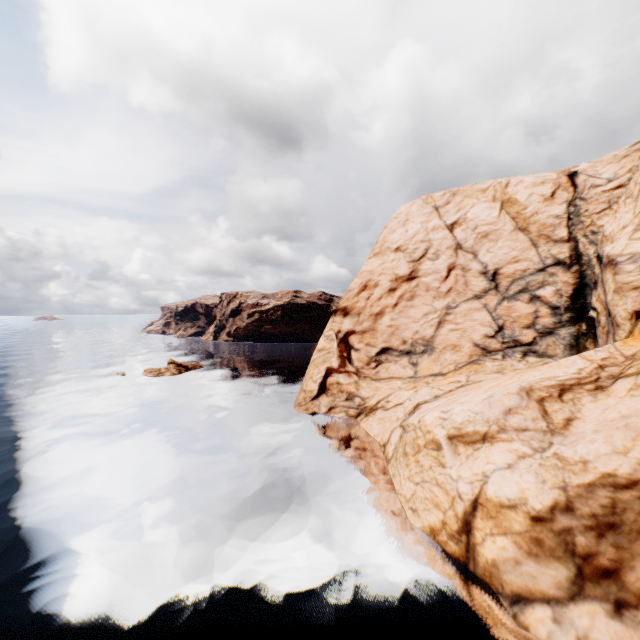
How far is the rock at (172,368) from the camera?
51.0 meters

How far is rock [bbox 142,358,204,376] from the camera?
51.0 meters

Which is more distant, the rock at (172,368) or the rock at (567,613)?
the rock at (172,368)

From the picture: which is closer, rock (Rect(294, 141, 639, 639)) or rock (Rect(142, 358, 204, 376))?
rock (Rect(294, 141, 639, 639))

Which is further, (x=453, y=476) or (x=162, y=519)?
(x=162, y=519)
